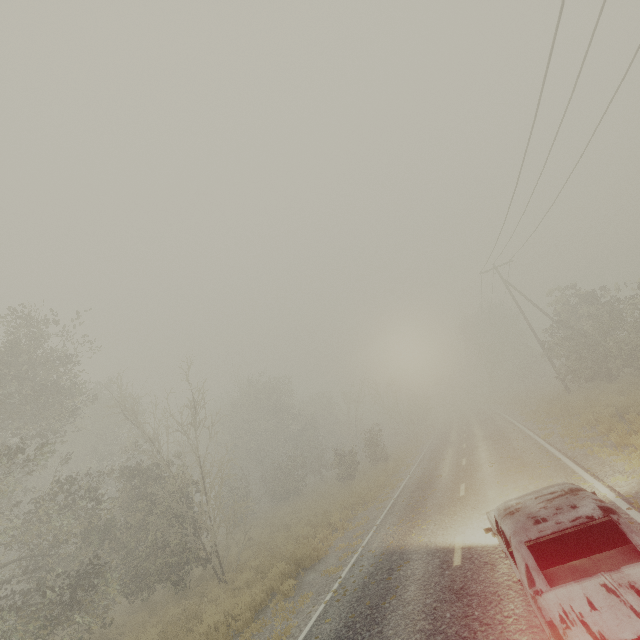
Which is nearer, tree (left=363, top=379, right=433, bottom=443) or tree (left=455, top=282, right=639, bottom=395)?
tree (left=455, top=282, right=639, bottom=395)

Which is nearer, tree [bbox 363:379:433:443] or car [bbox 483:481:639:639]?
car [bbox 483:481:639:639]

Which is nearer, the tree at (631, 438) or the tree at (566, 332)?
the tree at (631, 438)

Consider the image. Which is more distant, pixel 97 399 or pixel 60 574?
pixel 97 399

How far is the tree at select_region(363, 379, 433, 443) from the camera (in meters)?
39.97

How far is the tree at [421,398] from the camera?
39.97m
